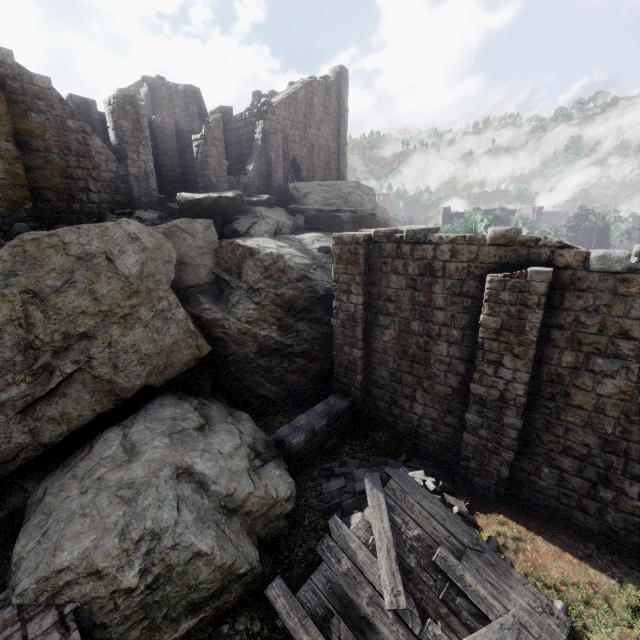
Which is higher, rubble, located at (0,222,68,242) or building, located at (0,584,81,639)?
rubble, located at (0,222,68,242)

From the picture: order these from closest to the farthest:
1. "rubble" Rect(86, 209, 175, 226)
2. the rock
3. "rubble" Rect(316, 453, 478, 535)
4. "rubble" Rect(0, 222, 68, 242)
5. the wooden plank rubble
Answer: the wooden plank rubble → "rubble" Rect(316, 453, 478, 535) → the rock → "rubble" Rect(0, 222, 68, 242) → "rubble" Rect(86, 209, 175, 226)

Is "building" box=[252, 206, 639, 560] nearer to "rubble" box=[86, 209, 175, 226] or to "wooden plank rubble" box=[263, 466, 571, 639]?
"wooden plank rubble" box=[263, 466, 571, 639]

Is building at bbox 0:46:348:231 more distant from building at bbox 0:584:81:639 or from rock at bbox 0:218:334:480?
building at bbox 0:584:81:639

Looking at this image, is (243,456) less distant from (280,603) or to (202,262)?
(280,603)

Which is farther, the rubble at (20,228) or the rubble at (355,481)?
the rubble at (20,228)

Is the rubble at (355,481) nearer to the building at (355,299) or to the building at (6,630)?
the building at (355,299)

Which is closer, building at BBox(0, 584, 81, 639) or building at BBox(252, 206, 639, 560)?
building at BBox(0, 584, 81, 639)
